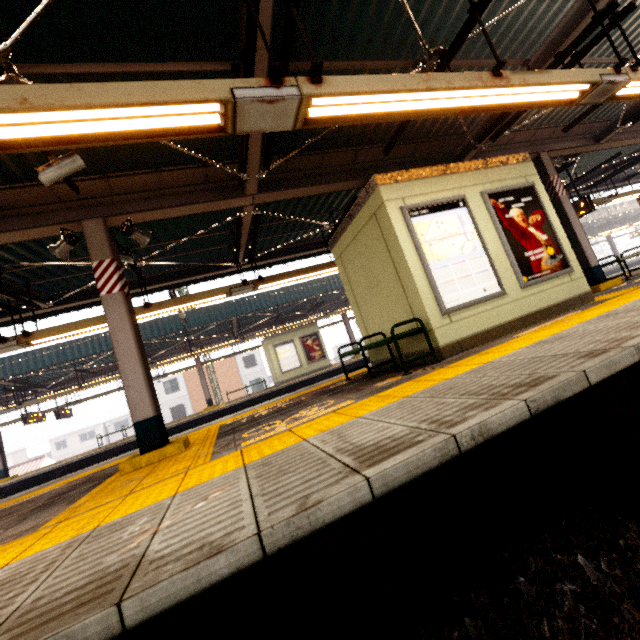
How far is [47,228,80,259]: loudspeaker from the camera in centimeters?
473cm

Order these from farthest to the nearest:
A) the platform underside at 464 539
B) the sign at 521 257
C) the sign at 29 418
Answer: the sign at 29 418 → the sign at 521 257 → the platform underside at 464 539

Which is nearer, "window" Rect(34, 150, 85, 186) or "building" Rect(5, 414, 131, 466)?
"window" Rect(34, 150, 85, 186)

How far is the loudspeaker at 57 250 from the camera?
4.73m

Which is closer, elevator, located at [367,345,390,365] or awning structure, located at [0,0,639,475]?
awning structure, located at [0,0,639,475]

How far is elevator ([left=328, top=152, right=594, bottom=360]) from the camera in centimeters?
478cm

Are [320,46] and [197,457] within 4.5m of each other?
no

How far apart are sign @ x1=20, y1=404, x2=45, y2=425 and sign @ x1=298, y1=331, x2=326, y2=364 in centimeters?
1327cm
